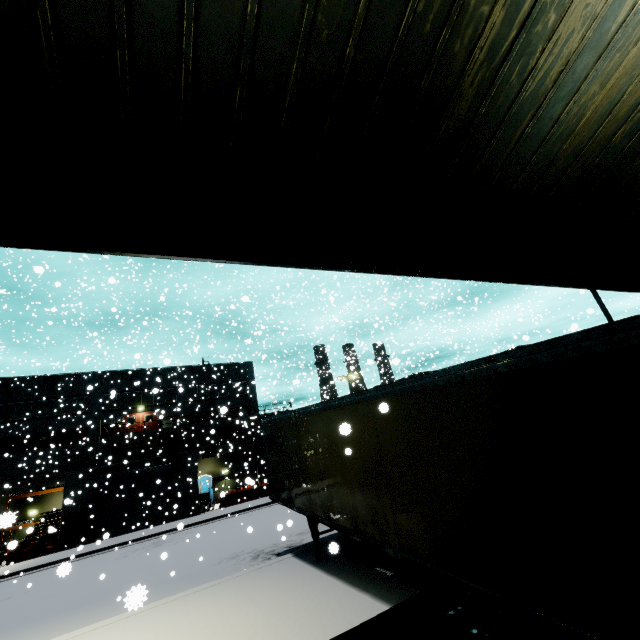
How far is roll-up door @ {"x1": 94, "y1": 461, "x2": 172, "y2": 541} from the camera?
23.4m

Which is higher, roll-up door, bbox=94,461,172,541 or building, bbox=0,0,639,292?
building, bbox=0,0,639,292

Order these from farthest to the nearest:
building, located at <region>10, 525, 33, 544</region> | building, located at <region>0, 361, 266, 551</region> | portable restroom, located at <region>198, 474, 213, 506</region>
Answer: portable restroom, located at <region>198, 474, 213, 506</region> < building, located at <region>0, 361, 266, 551</region> < building, located at <region>10, 525, 33, 544</region>

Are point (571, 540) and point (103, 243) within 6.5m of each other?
yes

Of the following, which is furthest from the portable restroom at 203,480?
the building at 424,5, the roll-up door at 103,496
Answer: the roll-up door at 103,496

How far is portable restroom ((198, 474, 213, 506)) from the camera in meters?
31.6

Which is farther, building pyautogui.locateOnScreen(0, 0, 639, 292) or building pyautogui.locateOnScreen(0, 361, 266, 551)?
building pyautogui.locateOnScreen(0, 361, 266, 551)

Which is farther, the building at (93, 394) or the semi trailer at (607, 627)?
the building at (93, 394)
